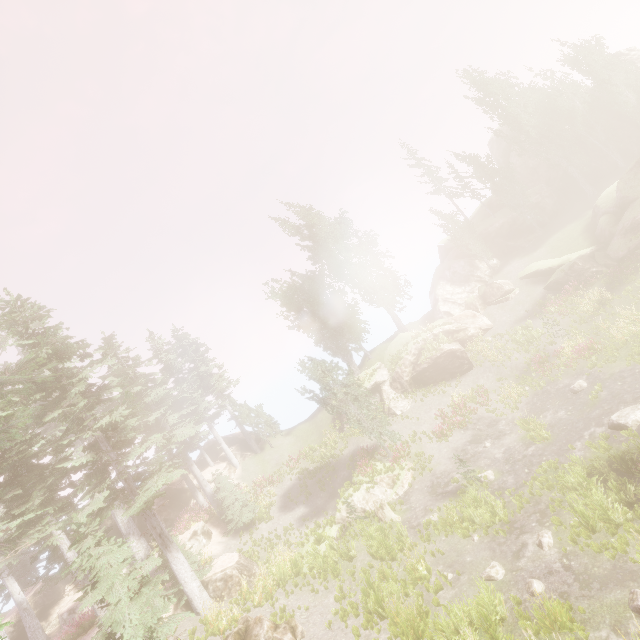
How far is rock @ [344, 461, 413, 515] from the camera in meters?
20.9

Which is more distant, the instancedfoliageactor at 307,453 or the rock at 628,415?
the instancedfoliageactor at 307,453

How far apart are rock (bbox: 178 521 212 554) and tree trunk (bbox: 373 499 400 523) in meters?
13.1 m

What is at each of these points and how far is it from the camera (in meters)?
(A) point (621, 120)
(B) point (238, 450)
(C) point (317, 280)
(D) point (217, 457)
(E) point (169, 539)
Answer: (A) rock, 37.22
(B) rock, 34.69
(C) instancedfoliageactor, 38.62
(D) rock, 35.41
(E) instancedfoliageactor, 17.33

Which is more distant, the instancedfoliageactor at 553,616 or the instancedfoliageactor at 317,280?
the instancedfoliageactor at 317,280

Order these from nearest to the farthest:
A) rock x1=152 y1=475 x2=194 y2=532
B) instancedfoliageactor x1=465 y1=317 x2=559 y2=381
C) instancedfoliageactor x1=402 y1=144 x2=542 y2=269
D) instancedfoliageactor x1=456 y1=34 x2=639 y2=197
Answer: instancedfoliageactor x1=465 y1=317 x2=559 y2=381 < rock x1=152 y1=475 x2=194 y2=532 < instancedfoliageactor x1=456 y1=34 x2=639 y2=197 < instancedfoliageactor x1=402 y1=144 x2=542 y2=269

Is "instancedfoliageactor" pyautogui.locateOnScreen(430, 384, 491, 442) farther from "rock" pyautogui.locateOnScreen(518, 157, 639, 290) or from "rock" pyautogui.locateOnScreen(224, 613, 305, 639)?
A: "rock" pyautogui.locateOnScreen(224, 613, 305, 639)

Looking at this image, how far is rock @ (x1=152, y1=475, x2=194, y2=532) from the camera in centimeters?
2961cm
